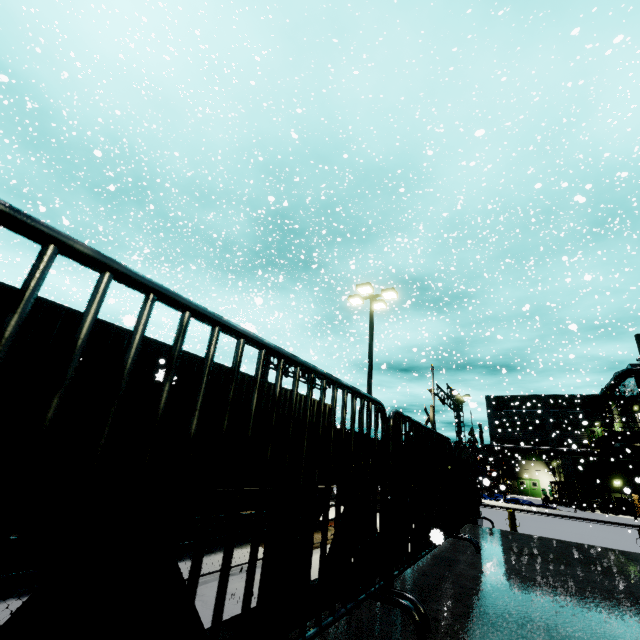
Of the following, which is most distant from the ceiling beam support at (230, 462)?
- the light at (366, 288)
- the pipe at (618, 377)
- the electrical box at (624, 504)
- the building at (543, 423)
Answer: the electrical box at (624, 504)

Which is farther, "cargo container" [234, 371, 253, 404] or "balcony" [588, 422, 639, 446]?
"balcony" [588, 422, 639, 446]

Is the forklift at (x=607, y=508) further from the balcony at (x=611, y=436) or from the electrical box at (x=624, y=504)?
the balcony at (x=611, y=436)

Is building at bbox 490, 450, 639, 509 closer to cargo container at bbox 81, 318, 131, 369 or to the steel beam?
cargo container at bbox 81, 318, 131, 369

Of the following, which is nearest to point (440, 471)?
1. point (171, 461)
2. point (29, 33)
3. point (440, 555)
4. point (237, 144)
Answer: point (440, 555)

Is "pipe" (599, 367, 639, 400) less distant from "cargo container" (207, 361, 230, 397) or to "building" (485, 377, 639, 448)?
"building" (485, 377, 639, 448)

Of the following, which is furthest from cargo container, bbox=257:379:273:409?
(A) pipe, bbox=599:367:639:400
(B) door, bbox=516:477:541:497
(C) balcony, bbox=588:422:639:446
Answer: (B) door, bbox=516:477:541:497

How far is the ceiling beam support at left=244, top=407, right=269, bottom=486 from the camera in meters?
1.5 m
